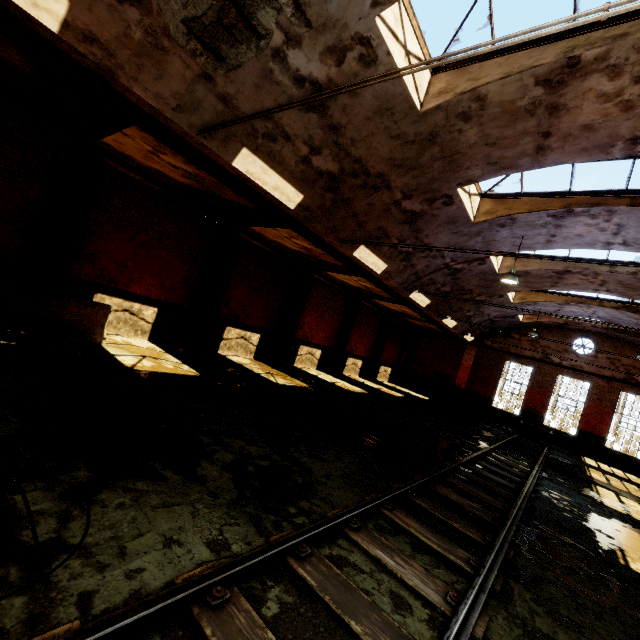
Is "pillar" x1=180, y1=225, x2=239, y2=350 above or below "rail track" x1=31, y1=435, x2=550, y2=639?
above

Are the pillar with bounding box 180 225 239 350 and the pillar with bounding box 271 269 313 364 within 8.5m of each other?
yes

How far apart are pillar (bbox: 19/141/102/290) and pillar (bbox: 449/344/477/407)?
25.0 meters

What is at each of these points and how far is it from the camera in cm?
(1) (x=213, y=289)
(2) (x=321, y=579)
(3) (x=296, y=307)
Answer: (1) pillar, 1270
(2) rail track, 290
(3) pillar, 1644

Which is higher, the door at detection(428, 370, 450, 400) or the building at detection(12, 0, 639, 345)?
the building at detection(12, 0, 639, 345)

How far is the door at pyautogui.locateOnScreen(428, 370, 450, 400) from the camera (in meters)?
25.77

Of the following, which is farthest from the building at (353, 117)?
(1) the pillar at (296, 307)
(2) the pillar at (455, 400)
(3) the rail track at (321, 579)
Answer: (1) the pillar at (296, 307)

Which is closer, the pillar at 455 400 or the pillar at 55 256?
the pillar at 55 256
